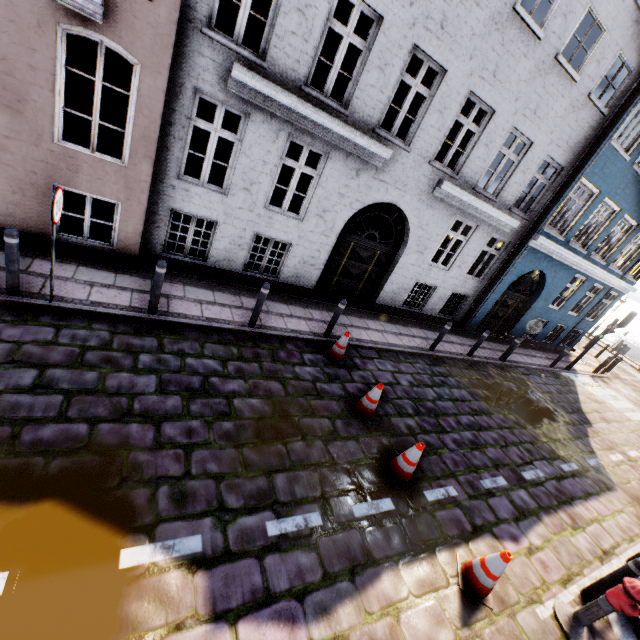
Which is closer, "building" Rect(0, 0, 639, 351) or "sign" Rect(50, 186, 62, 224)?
"sign" Rect(50, 186, 62, 224)

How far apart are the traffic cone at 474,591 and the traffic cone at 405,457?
1.0m

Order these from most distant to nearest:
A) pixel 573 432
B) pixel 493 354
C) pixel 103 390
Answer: pixel 493 354 < pixel 573 432 < pixel 103 390

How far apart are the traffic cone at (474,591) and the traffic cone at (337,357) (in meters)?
3.98

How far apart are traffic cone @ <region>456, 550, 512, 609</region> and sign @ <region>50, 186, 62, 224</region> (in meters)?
7.49

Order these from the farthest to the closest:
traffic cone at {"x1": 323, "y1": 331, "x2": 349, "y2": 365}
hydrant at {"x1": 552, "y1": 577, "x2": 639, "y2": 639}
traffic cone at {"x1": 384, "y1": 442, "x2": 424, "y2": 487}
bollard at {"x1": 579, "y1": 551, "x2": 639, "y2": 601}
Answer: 1. traffic cone at {"x1": 323, "y1": 331, "x2": 349, "y2": 365}
2. traffic cone at {"x1": 384, "y1": 442, "x2": 424, "y2": 487}
3. bollard at {"x1": 579, "y1": 551, "x2": 639, "y2": 601}
4. hydrant at {"x1": 552, "y1": 577, "x2": 639, "y2": 639}

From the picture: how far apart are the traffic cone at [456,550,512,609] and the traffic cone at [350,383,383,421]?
2.37m

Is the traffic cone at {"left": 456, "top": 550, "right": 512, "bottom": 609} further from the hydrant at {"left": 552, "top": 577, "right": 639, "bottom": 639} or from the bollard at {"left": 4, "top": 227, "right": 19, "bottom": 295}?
the bollard at {"left": 4, "top": 227, "right": 19, "bottom": 295}
